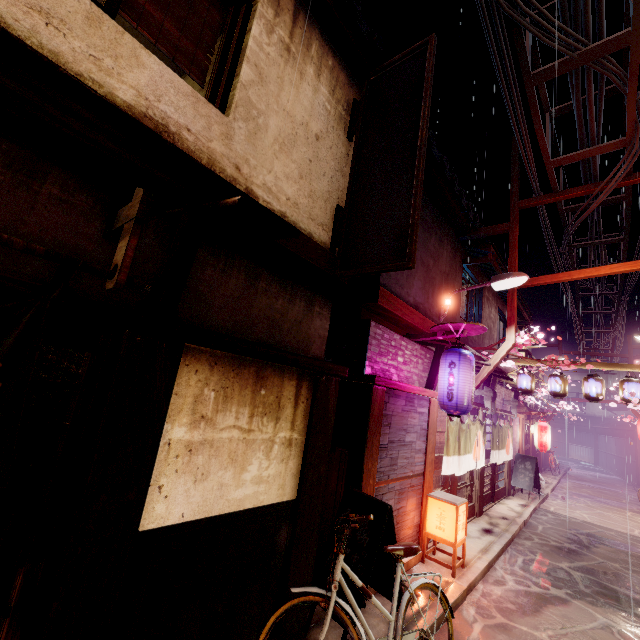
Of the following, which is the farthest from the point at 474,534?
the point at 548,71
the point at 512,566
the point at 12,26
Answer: the point at 12,26

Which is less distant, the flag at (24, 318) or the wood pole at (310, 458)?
the flag at (24, 318)

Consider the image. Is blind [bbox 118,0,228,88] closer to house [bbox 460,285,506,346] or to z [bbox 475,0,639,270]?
z [bbox 475,0,639,270]

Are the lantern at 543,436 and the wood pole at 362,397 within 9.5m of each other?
no

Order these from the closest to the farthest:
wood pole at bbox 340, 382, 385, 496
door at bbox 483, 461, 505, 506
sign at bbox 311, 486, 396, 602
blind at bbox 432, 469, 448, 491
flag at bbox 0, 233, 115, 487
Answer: flag at bbox 0, 233, 115, 487 < sign at bbox 311, 486, 396, 602 < wood pole at bbox 340, 382, 385, 496 < blind at bbox 432, 469, 448, 491 < door at bbox 483, 461, 505, 506

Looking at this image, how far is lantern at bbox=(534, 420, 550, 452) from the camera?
23.2 meters

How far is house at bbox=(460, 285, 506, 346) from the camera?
17.09m

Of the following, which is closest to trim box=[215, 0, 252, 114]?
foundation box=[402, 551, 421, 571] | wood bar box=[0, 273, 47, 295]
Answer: wood bar box=[0, 273, 47, 295]
